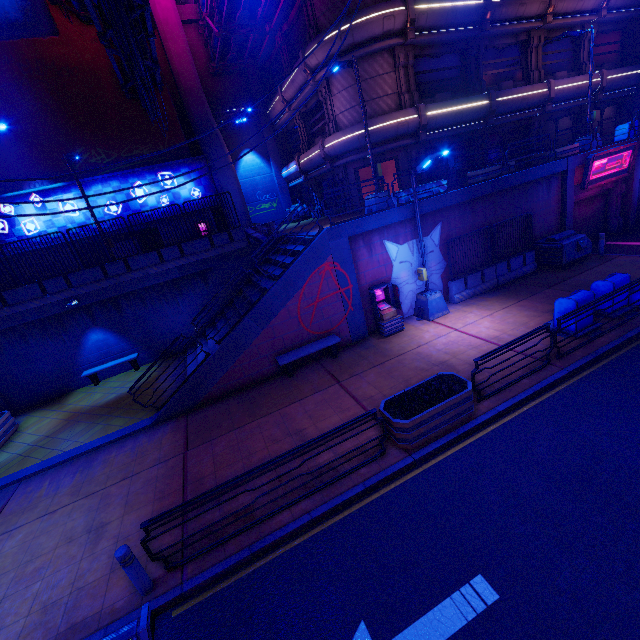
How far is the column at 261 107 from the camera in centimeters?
2656cm

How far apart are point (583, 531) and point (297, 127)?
28.2 meters

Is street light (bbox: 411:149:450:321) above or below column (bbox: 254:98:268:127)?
below

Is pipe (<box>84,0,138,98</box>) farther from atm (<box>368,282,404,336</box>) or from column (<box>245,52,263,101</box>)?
atm (<box>368,282,404,336</box>)

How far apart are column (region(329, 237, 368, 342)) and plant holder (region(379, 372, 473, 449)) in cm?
499

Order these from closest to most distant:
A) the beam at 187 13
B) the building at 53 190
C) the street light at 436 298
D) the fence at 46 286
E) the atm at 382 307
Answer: the street light at 436 298, the atm at 382 307, the fence at 46 286, the building at 53 190, the beam at 187 13

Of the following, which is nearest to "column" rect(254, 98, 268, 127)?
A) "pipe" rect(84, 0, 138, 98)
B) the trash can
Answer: "pipe" rect(84, 0, 138, 98)

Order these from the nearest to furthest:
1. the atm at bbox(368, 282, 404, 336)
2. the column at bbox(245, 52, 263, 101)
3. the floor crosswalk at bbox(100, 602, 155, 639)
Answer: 1. the floor crosswalk at bbox(100, 602, 155, 639)
2. the atm at bbox(368, 282, 404, 336)
3. the column at bbox(245, 52, 263, 101)
